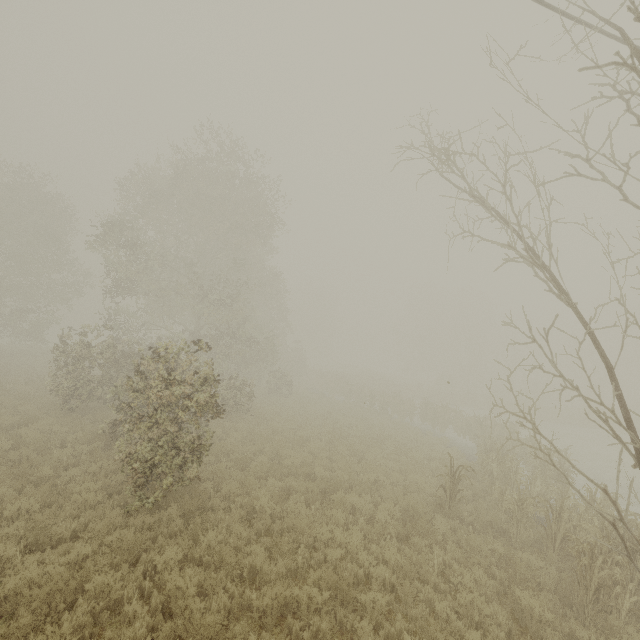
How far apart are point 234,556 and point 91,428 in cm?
993
